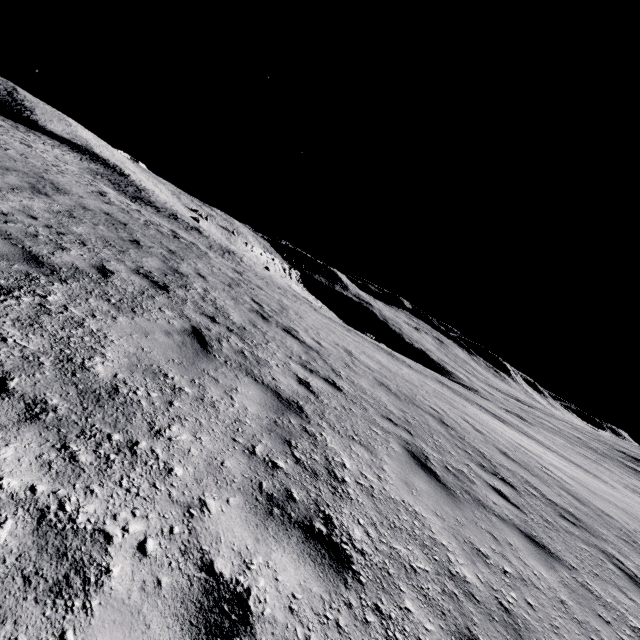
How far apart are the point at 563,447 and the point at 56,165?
72.3 meters
